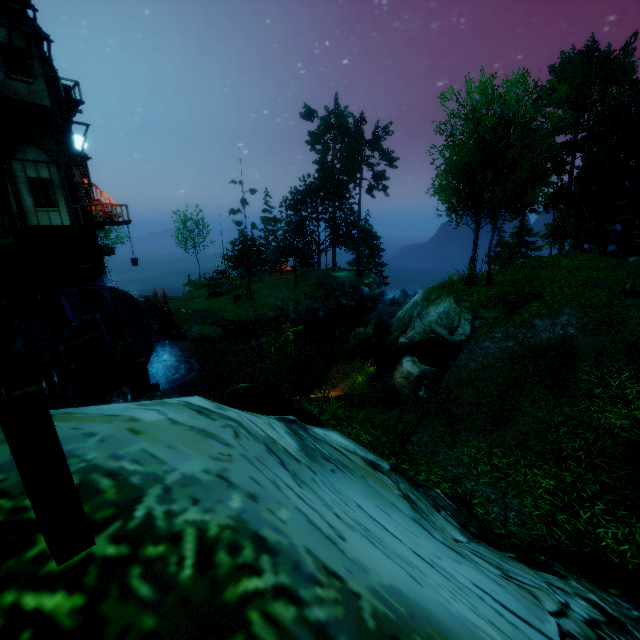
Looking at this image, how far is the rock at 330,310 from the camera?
32.3m

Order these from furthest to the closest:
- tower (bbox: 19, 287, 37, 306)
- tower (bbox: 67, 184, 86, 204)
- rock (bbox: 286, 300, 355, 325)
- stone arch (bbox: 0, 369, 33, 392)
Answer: rock (bbox: 286, 300, 355, 325) < tower (bbox: 67, 184, 86, 204) < tower (bbox: 19, 287, 37, 306) < stone arch (bbox: 0, 369, 33, 392)

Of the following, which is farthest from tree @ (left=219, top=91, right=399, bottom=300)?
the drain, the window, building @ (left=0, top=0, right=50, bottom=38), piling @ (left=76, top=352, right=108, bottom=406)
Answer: the window

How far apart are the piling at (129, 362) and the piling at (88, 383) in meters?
1.0

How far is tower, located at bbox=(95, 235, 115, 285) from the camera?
18.9m

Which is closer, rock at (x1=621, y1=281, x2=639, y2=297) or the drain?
rock at (x1=621, y1=281, x2=639, y2=297)

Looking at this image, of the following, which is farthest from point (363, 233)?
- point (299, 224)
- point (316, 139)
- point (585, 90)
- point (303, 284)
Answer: point (585, 90)

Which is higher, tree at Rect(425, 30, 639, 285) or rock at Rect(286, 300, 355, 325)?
tree at Rect(425, 30, 639, 285)
